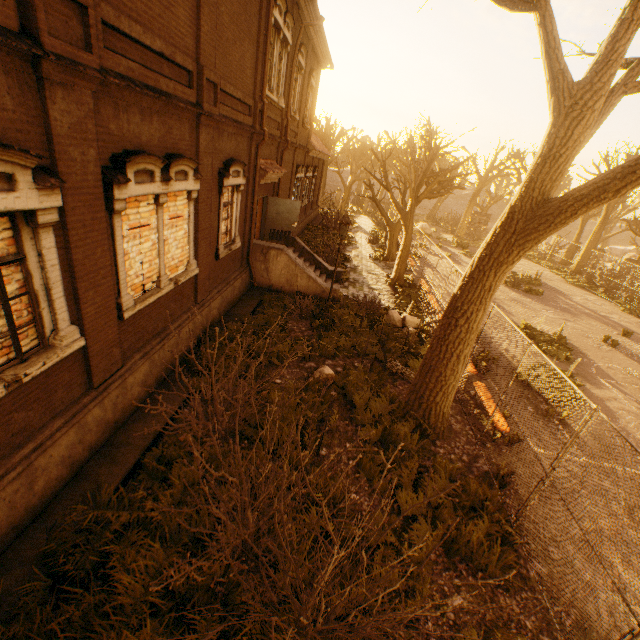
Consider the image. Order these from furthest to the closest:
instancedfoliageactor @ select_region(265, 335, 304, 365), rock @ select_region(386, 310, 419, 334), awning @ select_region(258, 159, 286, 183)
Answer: rock @ select_region(386, 310, 419, 334) < awning @ select_region(258, 159, 286, 183) < instancedfoliageactor @ select_region(265, 335, 304, 365)

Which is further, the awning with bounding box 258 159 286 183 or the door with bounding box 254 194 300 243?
the door with bounding box 254 194 300 243

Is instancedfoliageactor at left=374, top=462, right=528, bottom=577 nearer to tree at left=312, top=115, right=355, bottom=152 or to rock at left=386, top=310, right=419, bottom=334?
tree at left=312, top=115, right=355, bottom=152

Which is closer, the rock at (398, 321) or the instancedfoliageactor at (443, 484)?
the instancedfoliageactor at (443, 484)

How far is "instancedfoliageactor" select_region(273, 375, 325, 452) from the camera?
6.7 meters

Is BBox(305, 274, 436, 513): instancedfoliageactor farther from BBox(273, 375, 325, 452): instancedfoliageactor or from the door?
the door

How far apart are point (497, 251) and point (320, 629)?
6.4 meters

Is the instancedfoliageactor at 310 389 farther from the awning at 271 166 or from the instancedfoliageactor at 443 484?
the awning at 271 166
